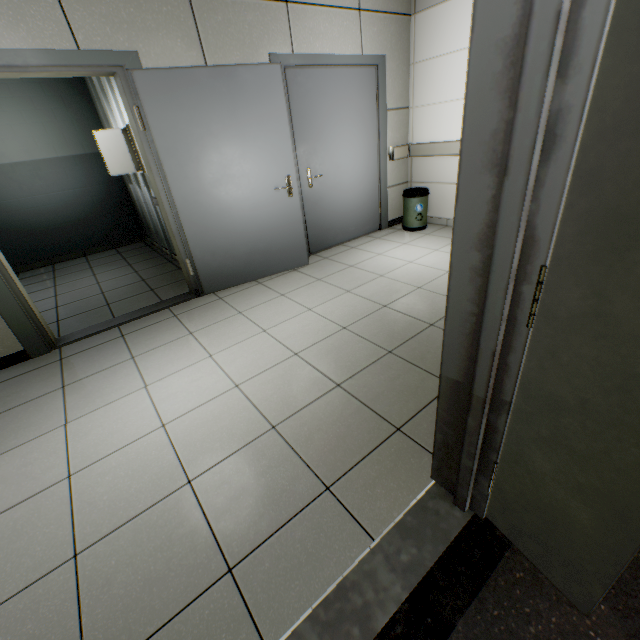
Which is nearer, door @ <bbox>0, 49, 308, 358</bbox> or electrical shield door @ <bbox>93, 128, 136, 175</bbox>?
door @ <bbox>0, 49, 308, 358</bbox>

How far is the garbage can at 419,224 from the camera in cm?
458

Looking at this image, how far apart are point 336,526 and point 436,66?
5.2m

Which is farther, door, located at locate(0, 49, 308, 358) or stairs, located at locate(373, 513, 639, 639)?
door, located at locate(0, 49, 308, 358)

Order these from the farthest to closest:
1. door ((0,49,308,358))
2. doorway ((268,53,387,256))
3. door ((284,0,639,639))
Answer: doorway ((268,53,387,256)), door ((0,49,308,358)), door ((284,0,639,639))

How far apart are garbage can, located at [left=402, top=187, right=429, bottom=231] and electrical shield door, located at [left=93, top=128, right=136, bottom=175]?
3.7m

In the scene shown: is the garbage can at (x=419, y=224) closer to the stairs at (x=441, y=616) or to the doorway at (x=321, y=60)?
the doorway at (x=321, y=60)

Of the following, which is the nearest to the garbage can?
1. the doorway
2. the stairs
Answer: the doorway
